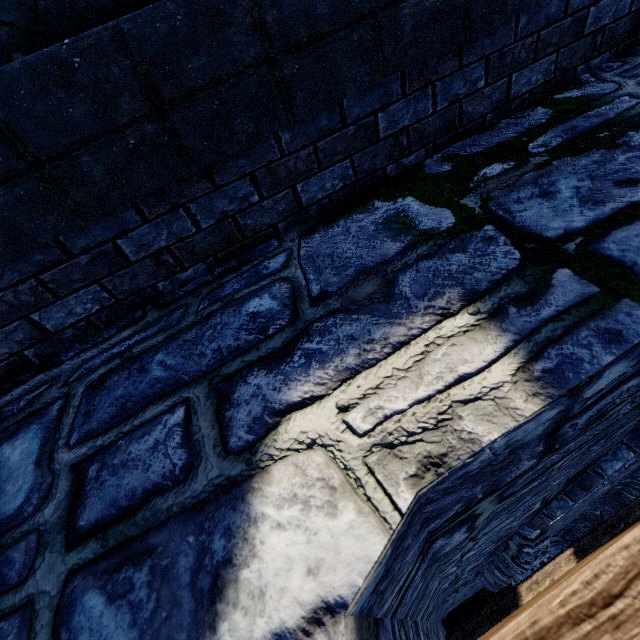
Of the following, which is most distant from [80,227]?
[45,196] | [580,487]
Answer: [580,487]
